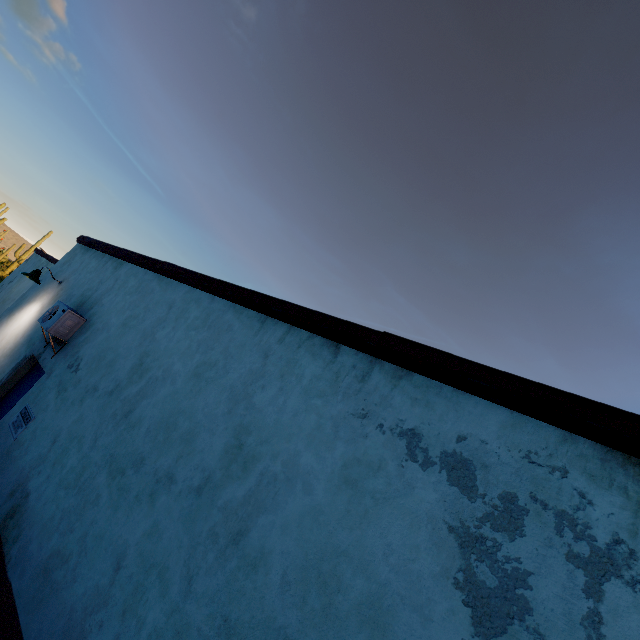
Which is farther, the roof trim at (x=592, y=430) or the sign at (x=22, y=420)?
the sign at (x=22, y=420)

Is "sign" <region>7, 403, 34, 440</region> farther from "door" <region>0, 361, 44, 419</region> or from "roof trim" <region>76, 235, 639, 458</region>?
"roof trim" <region>76, 235, 639, 458</region>

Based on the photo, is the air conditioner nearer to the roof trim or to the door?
the door

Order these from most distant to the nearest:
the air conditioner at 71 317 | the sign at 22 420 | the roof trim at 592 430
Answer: the air conditioner at 71 317 < the sign at 22 420 < the roof trim at 592 430

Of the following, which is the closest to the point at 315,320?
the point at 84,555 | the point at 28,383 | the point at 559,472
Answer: the point at 559,472

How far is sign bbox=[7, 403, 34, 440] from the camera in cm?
514

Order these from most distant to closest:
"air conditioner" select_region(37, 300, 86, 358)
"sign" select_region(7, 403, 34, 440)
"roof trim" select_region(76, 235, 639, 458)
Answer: "air conditioner" select_region(37, 300, 86, 358), "sign" select_region(7, 403, 34, 440), "roof trim" select_region(76, 235, 639, 458)

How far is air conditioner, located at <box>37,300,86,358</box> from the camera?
6.0 meters
